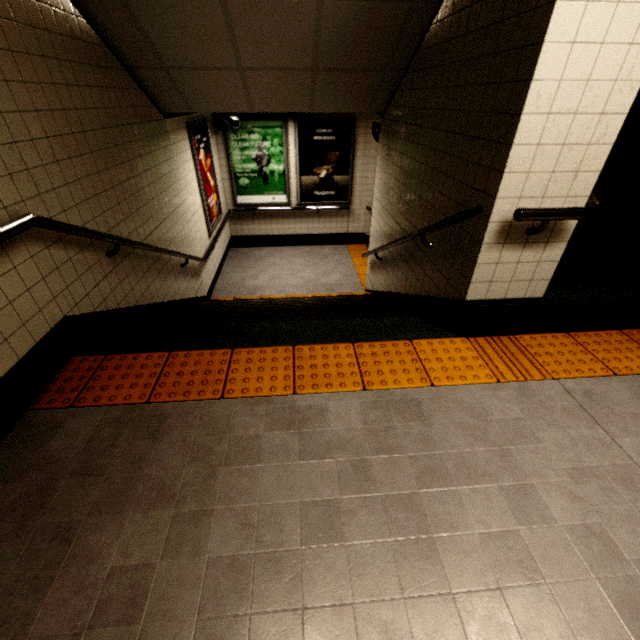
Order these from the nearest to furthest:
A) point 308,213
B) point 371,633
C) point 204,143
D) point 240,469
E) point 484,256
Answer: point 371,633
point 240,469
point 484,256
point 204,143
point 308,213

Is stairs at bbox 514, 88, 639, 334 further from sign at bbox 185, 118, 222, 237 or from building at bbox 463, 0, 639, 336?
sign at bbox 185, 118, 222, 237

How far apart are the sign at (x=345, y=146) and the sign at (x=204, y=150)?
1.7m

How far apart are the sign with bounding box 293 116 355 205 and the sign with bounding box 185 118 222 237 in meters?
1.7

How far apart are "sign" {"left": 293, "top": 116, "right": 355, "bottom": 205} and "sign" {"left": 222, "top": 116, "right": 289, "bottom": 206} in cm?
14

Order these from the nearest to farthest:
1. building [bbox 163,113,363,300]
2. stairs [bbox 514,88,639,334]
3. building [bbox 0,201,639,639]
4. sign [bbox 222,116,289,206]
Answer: building [bbox 0,201,639,639], stairs [bbox 514,88,639,334], building [bbox 163,113,363,300], sign [bbox 222,116,289,206]

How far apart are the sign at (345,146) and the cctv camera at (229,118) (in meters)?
1.13

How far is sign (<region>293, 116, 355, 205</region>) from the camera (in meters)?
6.70
